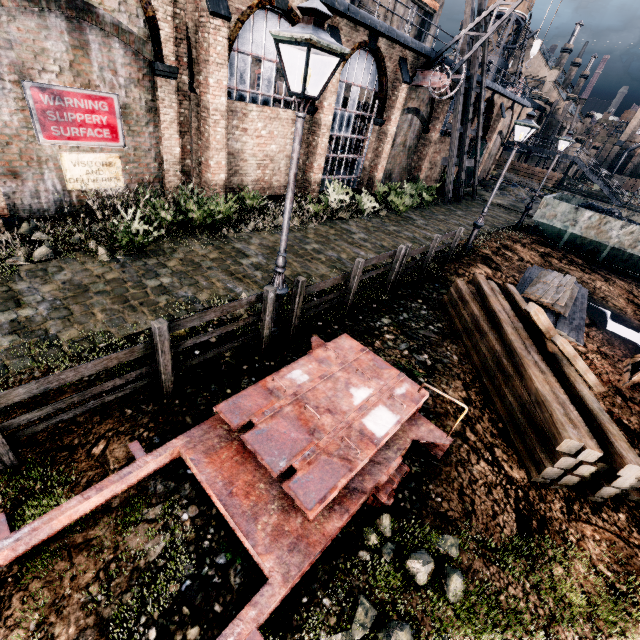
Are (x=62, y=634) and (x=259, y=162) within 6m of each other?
no

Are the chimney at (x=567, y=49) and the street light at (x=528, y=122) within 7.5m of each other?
no

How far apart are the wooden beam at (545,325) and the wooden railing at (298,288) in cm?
332

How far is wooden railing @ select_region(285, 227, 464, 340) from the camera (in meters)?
7.25

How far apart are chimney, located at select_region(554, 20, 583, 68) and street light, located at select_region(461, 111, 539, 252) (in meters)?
69.11

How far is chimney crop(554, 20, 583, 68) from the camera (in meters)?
55.34

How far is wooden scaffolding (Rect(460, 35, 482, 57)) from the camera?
20.4m
